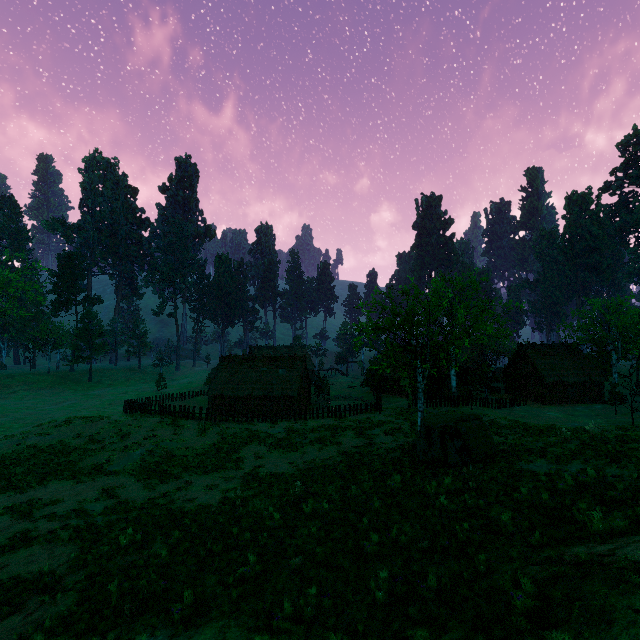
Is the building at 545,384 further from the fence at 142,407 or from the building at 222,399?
the fence at 142,407

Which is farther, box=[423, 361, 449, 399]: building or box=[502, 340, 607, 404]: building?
box=[423, 361, 449, 399]: building

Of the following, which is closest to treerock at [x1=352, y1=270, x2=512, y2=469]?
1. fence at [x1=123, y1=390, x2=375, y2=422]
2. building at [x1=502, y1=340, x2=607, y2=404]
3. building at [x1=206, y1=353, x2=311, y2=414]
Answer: building at [x1=206, y1=353, x2=311, y2=414]

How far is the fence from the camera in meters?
30.2 m

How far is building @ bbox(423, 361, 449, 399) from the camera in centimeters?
4503cm

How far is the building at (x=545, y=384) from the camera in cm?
4212

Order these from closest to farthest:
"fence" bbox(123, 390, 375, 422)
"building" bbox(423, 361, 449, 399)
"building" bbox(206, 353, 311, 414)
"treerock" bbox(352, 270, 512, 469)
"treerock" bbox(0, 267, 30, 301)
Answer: "treerock" bbox(352, 270, 512, 469) < "fence" bbox(123, 390, 375, 422) < "building" bbox(206, 353, 311, 414) < "building" bbox(423, 361, 449, 399) < "treerock" bbox(0, 267, 30, 301)

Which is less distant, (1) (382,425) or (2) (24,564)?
(2) (24,564)
